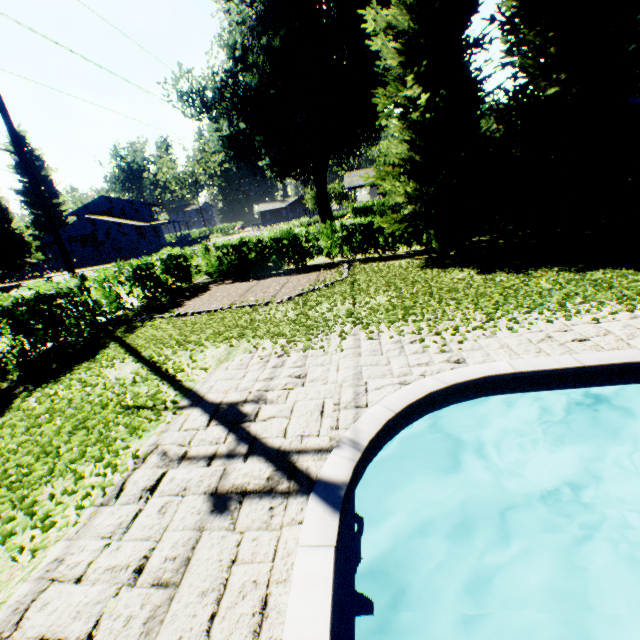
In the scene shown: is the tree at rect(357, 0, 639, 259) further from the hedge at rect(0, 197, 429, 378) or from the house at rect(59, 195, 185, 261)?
the house at rect(59, 195, 185, 261)

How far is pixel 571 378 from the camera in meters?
4.4

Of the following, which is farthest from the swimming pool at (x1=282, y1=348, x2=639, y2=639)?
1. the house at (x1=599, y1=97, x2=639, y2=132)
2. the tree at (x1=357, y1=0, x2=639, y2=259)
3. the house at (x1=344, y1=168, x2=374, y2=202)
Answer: the house at (x1=344, y1=168, x2=374, y2=202)

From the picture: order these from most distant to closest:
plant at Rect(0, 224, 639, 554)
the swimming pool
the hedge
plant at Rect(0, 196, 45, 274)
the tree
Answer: plant at Rect(0, 196, 45, 274)
the tree
the hedge
plant at Rect(0, 224, 639, 554)
the swimming pool

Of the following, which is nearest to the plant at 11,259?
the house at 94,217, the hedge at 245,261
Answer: the house at 94,217

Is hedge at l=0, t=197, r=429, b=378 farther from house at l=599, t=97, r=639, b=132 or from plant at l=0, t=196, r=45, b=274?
house at l=599, t=97, r=639, b=132

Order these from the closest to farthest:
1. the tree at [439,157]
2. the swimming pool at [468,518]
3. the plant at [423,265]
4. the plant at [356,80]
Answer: the swimming pool at [468,518] → the plant at [423,265] → the tree at [439,157] → the plant at [356,80]

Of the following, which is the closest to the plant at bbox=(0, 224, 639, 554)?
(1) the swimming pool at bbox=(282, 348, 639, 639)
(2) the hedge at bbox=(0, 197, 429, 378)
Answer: (2) the hedge at bbox=(0, 197, 429, 378)
